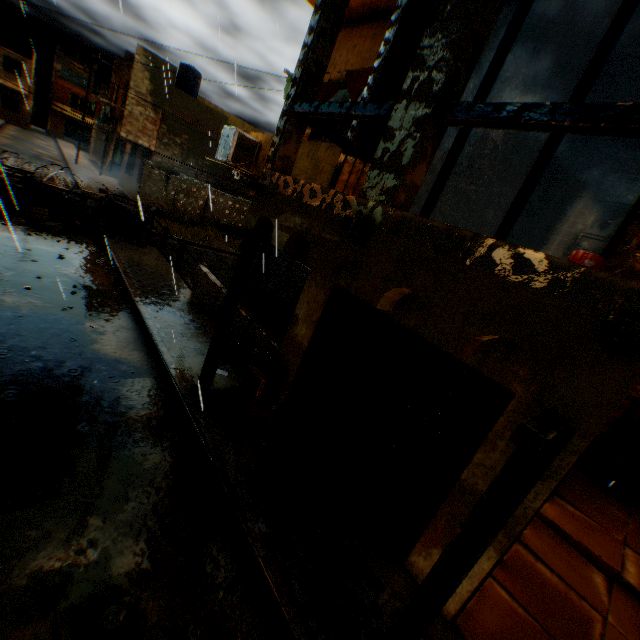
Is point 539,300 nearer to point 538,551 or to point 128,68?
point 538,551

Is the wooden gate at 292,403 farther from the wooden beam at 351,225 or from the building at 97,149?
the wooden beam at 351,225

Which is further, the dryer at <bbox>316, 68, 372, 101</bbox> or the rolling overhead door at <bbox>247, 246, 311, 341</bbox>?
the rolling overhead door at <bbox>247, 246, 311, 341</bbox>

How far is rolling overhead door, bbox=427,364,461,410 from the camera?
4.4 meters

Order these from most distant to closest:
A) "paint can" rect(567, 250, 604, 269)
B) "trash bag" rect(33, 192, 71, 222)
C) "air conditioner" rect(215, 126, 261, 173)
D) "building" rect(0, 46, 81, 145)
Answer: "building" rect(0, 46, 81, 145) < "trash bag" rect(33, 192, 71, 222) < "air conditioner" rect(215, 126, 261, 173) < "paint can" rect(567, 250, 604, 269)

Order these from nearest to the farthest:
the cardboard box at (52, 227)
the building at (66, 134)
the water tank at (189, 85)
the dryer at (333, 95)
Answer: the dryer at (333, 95) < the cardboard box at (52, 227) < the water tank at (189, 85) < the building at (66, 134)

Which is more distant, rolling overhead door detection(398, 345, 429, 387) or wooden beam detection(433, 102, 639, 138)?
rolling overhead door detection(398, 345, 429, 387)

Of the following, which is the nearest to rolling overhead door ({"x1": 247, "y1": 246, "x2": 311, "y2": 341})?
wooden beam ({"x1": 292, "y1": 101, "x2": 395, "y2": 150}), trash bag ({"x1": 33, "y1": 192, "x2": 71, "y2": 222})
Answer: wooden beam ({"x1": 292, "y1": 101, "x2": 395, "y2": 150})
